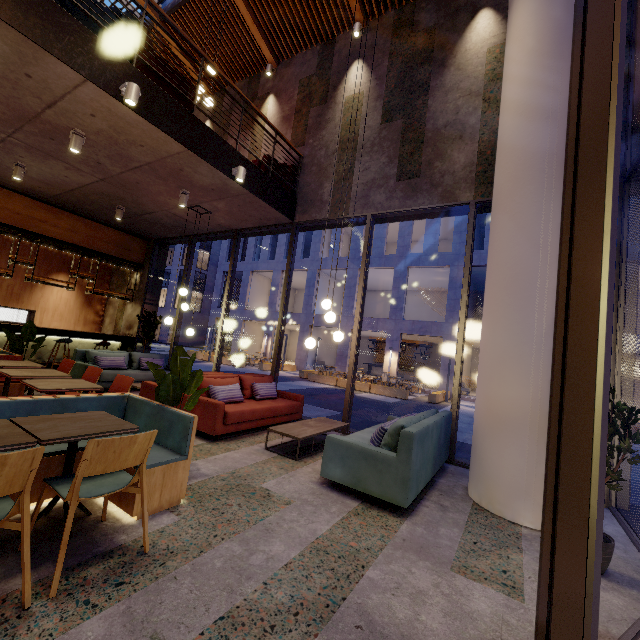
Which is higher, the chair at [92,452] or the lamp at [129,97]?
the lamp at [129,97]

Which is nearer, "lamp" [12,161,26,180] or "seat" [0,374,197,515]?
"seat" [0,374,197,515]

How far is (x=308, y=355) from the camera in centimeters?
2781cm

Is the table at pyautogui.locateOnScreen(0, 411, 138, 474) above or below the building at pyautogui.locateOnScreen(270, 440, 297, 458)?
above

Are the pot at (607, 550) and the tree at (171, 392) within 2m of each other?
no

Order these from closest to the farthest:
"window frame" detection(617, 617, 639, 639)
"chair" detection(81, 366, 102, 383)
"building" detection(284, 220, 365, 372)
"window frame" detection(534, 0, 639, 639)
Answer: "window frame" detection(534, 0, 639, 639), "window frame" detection(617, 617, 639, 639), "chair" detection(81, 366, 102, 383), "building" detection(284, 220, 365, 372)

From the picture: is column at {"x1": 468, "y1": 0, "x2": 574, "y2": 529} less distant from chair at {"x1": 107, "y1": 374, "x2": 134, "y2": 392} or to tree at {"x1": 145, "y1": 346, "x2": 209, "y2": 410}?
tree at {"x1": 145, "y1": 346, "x2": 209, "y2": 410}

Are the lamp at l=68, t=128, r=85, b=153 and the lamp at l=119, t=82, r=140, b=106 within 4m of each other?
yes
